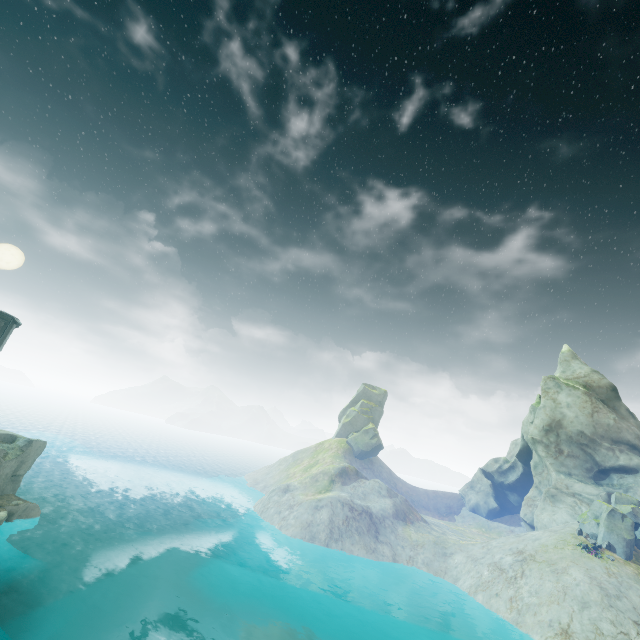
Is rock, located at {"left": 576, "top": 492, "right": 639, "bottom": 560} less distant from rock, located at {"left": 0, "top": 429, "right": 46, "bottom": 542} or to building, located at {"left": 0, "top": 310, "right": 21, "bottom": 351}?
rock, located at {"left": 0, "top": 429, "right": 46, "bottom": 542}

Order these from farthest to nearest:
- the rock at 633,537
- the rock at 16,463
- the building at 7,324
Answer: the rock at 633,537 < the building at 7,324 < the rock at 16,463

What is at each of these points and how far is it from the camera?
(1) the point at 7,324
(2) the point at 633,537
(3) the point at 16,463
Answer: (1) building, 26.64m
(2) rock, 29.98m
(3) rock, 27.80m

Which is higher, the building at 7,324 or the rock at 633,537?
the building at 7,324

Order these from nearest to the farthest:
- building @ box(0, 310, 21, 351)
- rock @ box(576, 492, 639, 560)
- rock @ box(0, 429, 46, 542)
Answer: rock @ box(0, 429, 46, 542), building @ box(0, 310, 21, 351), rock @ box(576, 492, 639, 560)

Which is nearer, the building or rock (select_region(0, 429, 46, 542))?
rock (select_region(0, 429, 46, 542))

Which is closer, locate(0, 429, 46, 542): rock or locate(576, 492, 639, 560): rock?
locate(0, 429, 46, 542): rock
